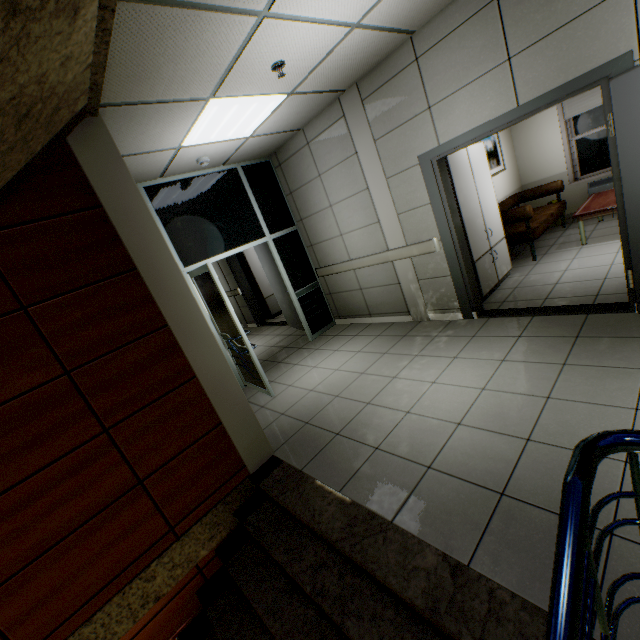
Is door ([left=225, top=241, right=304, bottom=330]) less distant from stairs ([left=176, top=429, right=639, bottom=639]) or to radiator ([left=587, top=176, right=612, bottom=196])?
stairs ([left=176, top=429, right=639, bottom=639])

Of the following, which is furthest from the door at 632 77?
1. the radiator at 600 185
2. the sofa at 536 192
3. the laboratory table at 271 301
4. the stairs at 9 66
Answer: the laboratory table at 271 301

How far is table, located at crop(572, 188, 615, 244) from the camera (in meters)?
4.93

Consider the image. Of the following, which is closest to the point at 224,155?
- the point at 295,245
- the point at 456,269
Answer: the point at 295,245

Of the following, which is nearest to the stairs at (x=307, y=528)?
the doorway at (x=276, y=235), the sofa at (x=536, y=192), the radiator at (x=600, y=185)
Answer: the doorway at (x=276, y=235)

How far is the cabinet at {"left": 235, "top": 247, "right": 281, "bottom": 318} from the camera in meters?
8.8

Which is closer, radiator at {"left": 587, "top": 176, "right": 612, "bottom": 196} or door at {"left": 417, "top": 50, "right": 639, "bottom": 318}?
door at {"left": 417, "top": 50, "right": 639, "bottom": 318}

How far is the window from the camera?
6.3 meters
